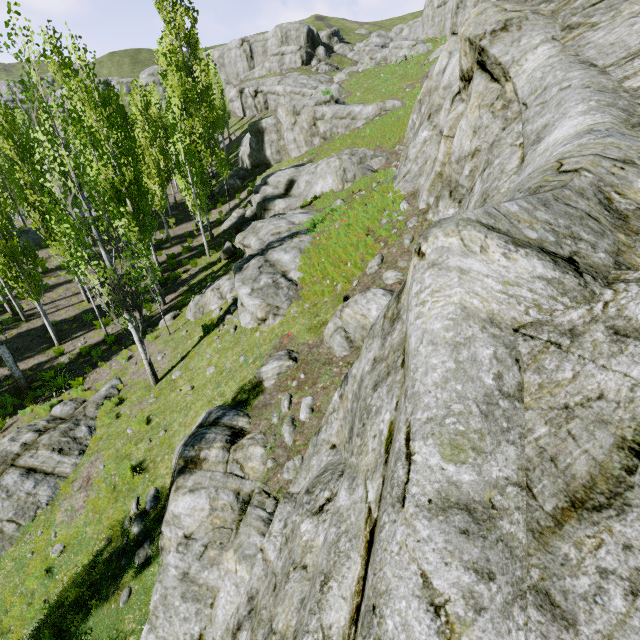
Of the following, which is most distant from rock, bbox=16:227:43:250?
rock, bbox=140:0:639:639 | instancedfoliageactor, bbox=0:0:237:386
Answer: rock, bbox=140:0:639:639

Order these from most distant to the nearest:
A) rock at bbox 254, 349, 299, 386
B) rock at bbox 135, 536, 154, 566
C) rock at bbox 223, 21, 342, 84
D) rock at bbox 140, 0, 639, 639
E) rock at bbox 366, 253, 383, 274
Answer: rock at bbox 223, 21, 342, 84
rock at bbox 366, 253, 383, 274
rock at bbox 254, 349, 299, 386
rock at bbox 135, 536, 154, 566
rock at bbox 140, 0, 639, 639

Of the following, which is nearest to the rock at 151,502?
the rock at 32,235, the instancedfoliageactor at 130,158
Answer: the instancedfoliageactor at 130,158

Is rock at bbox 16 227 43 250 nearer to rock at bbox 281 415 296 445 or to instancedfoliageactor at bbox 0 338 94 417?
instancedfoliageactor at bbox 0 338 94 417

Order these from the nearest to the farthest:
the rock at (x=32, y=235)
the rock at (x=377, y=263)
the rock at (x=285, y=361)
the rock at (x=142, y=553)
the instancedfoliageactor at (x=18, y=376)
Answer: the rock at (x=142, y=553) < the rock at (x=285, y=361) < the rock at (x=377, y=263) < the instancedfoliageactor at (x=18, y=376) < the rock at (x=32, y=235)

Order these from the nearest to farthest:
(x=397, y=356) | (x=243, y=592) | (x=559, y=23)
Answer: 1. (x=397, y=356)
2. (x=243, y=592)
3. (x=559, y=23)

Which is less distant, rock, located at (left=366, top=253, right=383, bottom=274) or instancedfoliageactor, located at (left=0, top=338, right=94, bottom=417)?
rock, located at (left=366, top=253, right=383, bottom=274)
